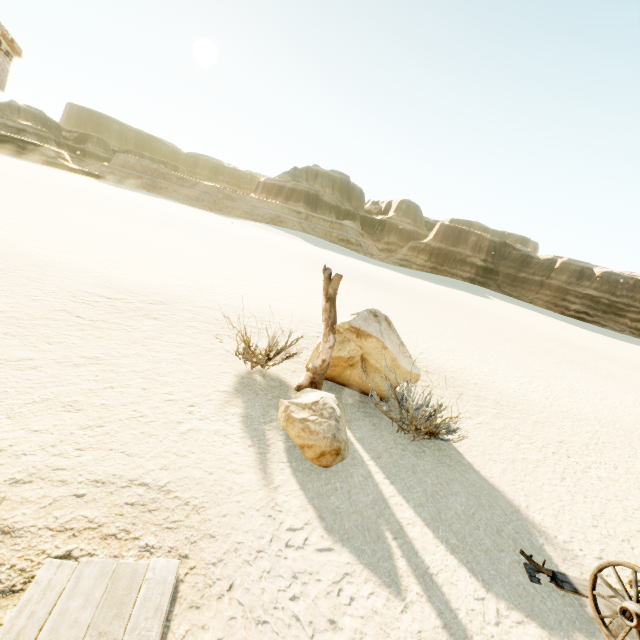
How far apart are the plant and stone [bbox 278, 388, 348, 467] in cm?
60

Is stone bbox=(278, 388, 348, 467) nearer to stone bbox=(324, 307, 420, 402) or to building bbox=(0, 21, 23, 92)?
stone bbox=(324, 307, 420, 402)

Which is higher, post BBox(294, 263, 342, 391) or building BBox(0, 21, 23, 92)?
building BBox(0, 21, 23, 92)

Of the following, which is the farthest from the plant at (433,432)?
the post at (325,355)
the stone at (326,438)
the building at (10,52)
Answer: the building at (10,52)

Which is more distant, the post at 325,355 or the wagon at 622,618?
the post at 325,355

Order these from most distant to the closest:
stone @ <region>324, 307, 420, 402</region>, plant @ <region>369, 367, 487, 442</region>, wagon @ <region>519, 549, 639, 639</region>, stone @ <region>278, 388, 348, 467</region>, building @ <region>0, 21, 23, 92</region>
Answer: stone @ <region>324, 307, 420, 402</region>, plant @ <region>369, 367, 487, 442</region>, stone @ <region>278, 388, 348, 467</region>, wagon @ <region>519, 549, 639, 639</region>, building @ <region>0, 21, 23, 92</region>

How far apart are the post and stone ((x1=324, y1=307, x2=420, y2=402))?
0.3 meters

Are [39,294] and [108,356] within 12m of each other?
yes
